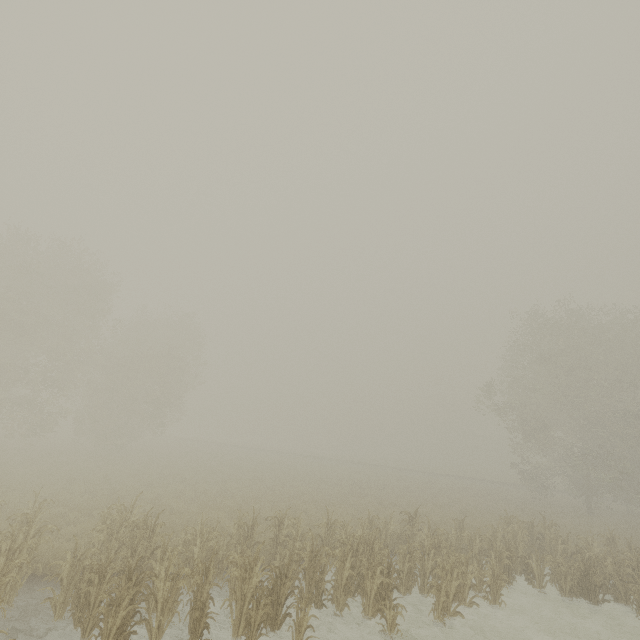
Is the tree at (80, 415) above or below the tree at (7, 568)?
above

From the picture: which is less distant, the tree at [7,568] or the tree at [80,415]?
the tree at [7,568]

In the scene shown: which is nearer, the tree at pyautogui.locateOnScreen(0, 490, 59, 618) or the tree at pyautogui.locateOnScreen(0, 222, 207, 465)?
the tree at pyautogui.locateOnScreen(0, 490, 59, 618)

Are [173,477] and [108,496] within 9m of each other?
yes

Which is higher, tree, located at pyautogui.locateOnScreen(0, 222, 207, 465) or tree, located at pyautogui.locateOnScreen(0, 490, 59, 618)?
tree, located at pyautogui.locateOnScreen(0, 222, 207, 465)
